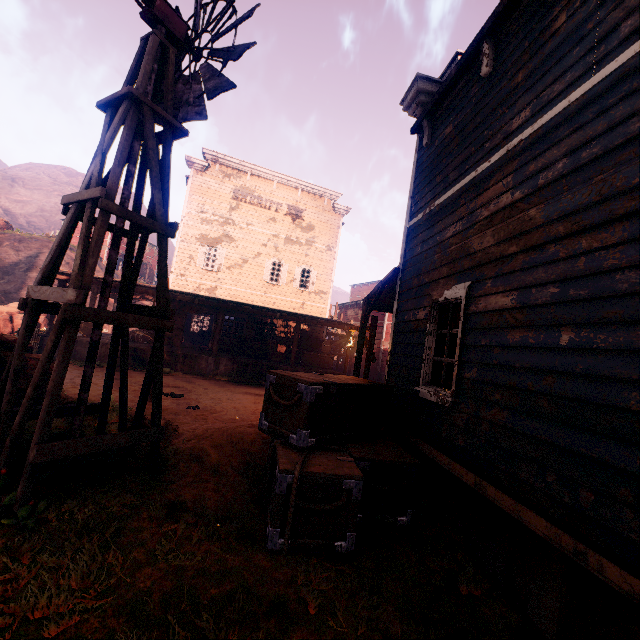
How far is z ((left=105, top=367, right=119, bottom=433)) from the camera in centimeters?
620cm

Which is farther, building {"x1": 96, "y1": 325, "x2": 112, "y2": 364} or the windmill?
building {"x1": 96, "y1": 325, "x2": 112, "y2": 364}

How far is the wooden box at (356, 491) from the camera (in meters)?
3.51

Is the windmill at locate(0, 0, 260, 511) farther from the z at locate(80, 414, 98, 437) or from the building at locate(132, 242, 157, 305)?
the building at locate(132, 242, 157, 305)

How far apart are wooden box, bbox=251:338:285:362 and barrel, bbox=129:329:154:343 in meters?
5.2 m

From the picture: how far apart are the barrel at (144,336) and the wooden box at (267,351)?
5.20m

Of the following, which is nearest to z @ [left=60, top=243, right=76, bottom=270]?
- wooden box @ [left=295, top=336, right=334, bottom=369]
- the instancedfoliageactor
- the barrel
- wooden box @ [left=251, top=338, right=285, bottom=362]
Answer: the instancedfoliageactor

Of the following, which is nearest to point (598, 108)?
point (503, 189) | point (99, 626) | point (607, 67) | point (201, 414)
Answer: point (607, 67)
